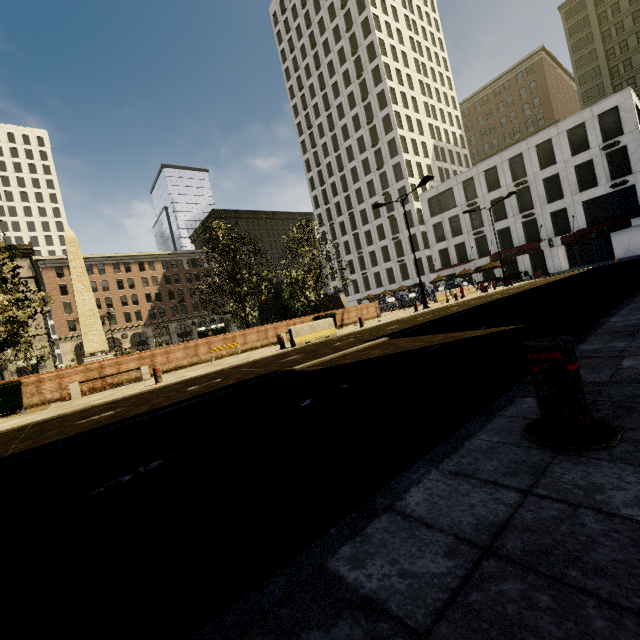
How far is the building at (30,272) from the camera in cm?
4966

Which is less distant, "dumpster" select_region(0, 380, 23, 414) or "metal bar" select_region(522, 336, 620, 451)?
"metal bar" select_region(522, 336, 620, 451)

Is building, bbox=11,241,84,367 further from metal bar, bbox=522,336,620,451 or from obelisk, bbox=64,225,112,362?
obelisk, bbox=64,225,112,362

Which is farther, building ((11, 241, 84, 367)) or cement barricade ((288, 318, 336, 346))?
building ((11, 241, 84, 367))

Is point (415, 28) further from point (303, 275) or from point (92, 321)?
point (92, 321)

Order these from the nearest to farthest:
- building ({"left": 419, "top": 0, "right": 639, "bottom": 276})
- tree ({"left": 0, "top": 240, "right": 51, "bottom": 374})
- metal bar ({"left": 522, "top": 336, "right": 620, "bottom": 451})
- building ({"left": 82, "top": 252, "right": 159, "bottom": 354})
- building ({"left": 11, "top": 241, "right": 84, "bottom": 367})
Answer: metal bar ({"left": 522, "top": 336, "right": 620, "bottom": 451})
tree ({"left": 0, "top": 240, "right": 51, "bottom": 374})
building ({"left": 419, "top": 0, "right": 639, "bottom": 276})
building ({"left": 11, "top": 241, "right": 84, "bottom": 367})
building ({"left": 82, "top": 252, "right": 159, "bottom": 354})

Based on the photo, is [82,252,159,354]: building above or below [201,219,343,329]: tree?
above

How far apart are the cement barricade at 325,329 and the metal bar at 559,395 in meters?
11.6
